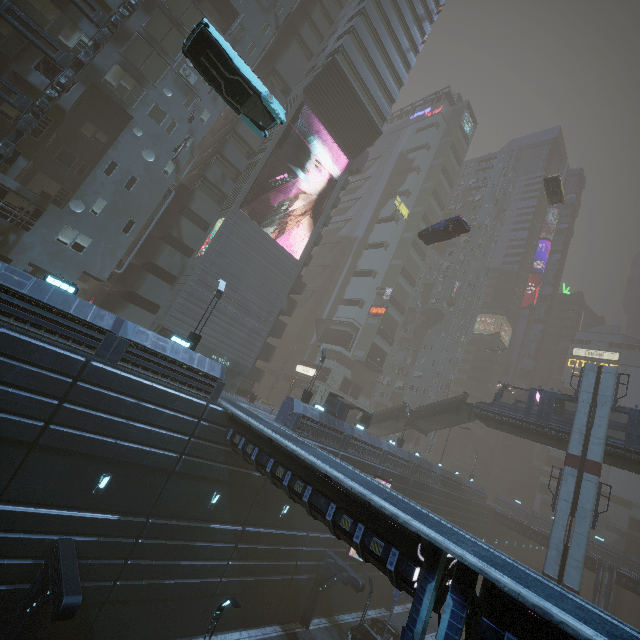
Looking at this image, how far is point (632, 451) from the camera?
24.66m

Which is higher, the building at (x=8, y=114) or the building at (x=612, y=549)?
the building at (x=8, y=114)

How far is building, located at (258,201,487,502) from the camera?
25.6m

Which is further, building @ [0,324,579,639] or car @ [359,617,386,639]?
car @ [359,617,386,639]

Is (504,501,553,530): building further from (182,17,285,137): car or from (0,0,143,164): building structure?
(182,17,285,137): car

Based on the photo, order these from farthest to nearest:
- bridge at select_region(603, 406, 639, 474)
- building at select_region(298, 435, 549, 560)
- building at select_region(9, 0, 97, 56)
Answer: building at select_region(298, 435, 549, 560) < bridge at select_region(603, 406, 639, 474) < building at select_region(9, 0, 97, 56)

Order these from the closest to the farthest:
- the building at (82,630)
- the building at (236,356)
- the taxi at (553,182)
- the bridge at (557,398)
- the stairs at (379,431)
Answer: the building at (82,630) → the building at (236,356) → the bridge at (557,398) → the stairs at (379,431) → the taxi at (553,182)

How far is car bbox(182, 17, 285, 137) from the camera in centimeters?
1213cm
